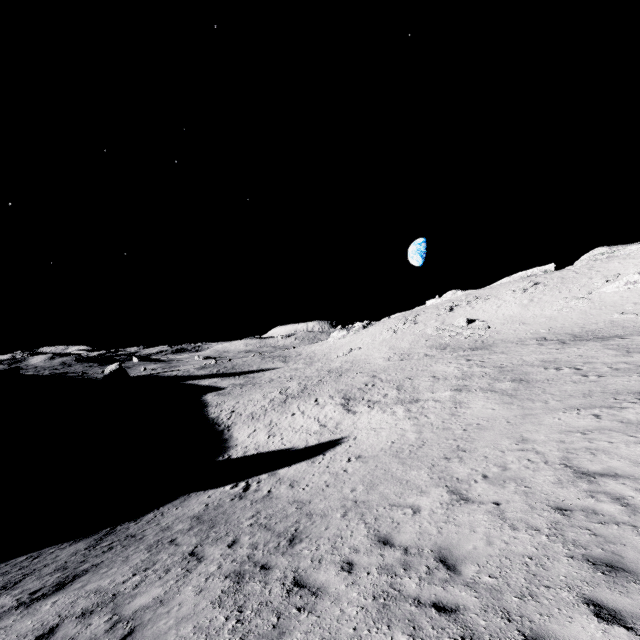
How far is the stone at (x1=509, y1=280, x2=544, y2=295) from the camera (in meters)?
52.68

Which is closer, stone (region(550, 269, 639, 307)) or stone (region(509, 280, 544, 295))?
stone (region(550, 269, 639, 307))

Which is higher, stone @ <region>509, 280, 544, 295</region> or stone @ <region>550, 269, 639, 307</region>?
stone @ <region>509, 280, 544, 295</region>

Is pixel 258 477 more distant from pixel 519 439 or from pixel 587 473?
pixel 587 473

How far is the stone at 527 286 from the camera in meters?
52.7 m

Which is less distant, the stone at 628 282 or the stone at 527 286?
the stone at 628 282
